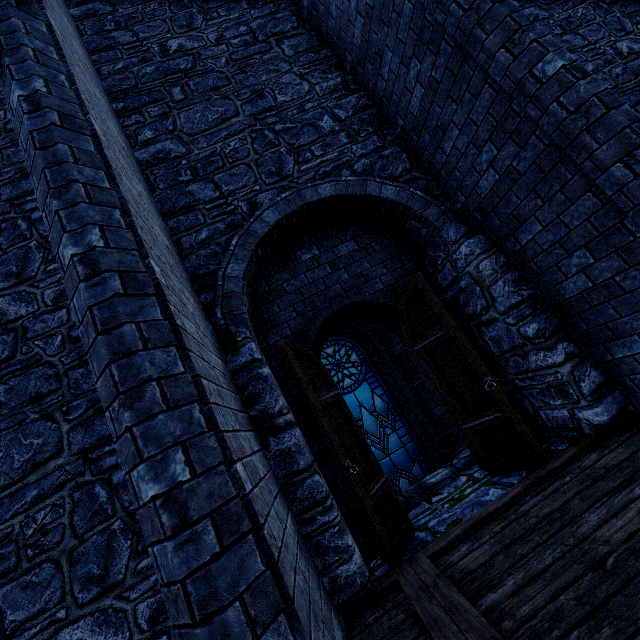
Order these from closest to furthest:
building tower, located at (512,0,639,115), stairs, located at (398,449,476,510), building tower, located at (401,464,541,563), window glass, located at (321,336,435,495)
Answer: building tower, located at (401,464,541,563)
stairs, located at (398,449,476,510)
building tower, located at (512,0,639,115)
window glass, located at (321,336,435,495)

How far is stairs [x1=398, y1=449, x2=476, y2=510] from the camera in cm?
451

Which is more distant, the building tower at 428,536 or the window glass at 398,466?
the window glass at 398,466

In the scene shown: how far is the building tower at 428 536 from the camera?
3.4 meters

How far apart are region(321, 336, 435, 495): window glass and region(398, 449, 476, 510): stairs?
1.1 meters

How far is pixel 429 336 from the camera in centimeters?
424cm

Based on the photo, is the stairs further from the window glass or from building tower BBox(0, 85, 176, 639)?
the window glass

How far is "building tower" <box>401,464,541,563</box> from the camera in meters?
3.4
